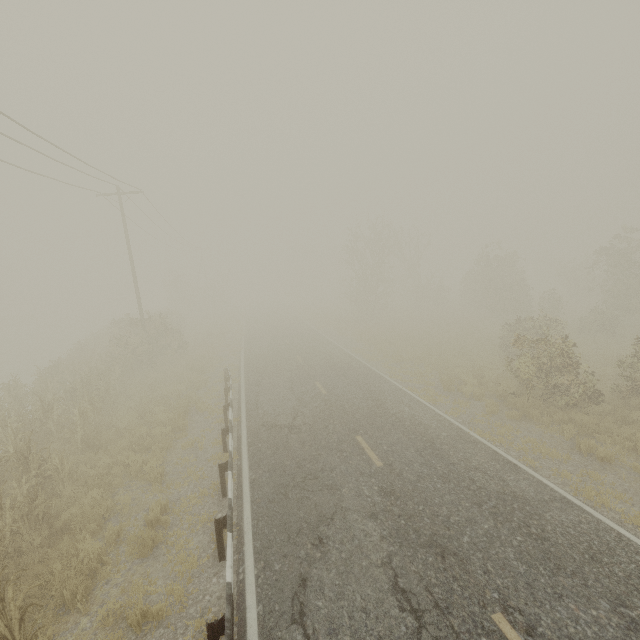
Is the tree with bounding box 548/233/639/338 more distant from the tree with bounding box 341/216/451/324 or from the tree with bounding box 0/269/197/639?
the tree with bounding box 341/216/451/324

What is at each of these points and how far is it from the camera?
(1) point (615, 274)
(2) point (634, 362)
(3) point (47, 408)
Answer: (1) tree, 23.9m
(2) tree, 11.8m
(3) tree, 12.3m

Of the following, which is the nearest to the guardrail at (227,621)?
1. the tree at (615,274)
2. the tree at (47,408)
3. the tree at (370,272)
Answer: the tree at (615,274)

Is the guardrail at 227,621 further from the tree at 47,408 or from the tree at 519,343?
the tree at 47,408

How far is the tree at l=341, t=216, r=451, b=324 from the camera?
34.44m

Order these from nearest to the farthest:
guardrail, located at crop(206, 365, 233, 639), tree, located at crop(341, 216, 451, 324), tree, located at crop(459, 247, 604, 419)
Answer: guardrail, located at crop(206, 365, 233, 639)
tree, located at crop(459, 247, 604, 419)
tree, located at crop(341, 216, 451, 324)

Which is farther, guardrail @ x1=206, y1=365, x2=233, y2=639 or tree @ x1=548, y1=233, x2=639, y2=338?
tree @ x1=548, y1=233, x2=639, y2=338

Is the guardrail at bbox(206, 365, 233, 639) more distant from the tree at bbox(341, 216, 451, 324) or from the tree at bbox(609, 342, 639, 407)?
the tree at bbox(341, 216, 451, 324)
